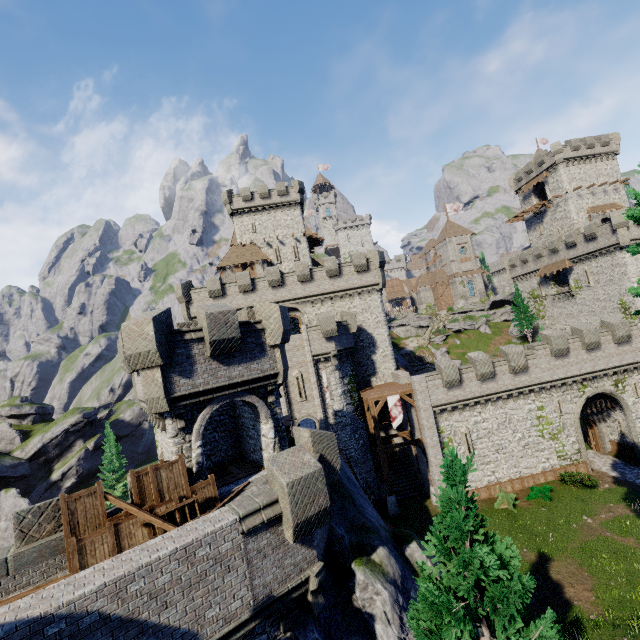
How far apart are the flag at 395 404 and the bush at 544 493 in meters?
11.0

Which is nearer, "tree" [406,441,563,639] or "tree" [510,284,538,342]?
"tree" [406,441,563,639]

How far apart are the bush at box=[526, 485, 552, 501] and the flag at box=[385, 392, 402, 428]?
10.96m

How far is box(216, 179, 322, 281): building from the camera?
43.50m

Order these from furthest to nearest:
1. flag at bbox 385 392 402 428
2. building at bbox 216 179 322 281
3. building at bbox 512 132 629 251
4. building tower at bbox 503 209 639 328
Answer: building at bbox 512 132 629 251 → building at bbox 216 179 322 281 → building tower at bbox 503 209 639 328 → flag at bbox 385 392 402 428

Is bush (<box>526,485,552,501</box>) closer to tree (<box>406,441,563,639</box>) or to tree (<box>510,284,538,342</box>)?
tree (<box>406,441,563,639</box>)

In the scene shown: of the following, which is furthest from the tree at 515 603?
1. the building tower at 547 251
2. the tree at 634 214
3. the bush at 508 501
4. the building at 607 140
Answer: the building at 607 140

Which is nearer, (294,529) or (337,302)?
(294,529)
